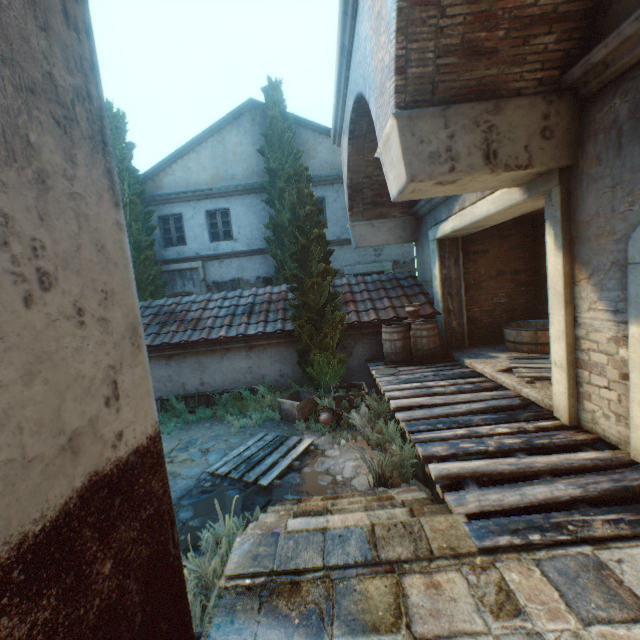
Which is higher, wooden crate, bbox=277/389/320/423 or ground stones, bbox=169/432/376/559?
wooden crate, bbox=277/389/320/423

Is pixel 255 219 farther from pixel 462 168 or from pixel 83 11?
pixel 83 11

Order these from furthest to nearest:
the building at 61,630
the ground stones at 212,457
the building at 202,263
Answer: the building at 202,263 → the ground stones at 212,457 → the building at 61,630

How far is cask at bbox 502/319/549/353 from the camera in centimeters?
685cm

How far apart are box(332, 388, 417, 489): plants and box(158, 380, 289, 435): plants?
1.6 meters

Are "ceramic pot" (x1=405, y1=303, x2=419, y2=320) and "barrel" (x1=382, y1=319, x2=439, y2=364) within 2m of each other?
yes

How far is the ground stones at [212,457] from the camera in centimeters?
616cm

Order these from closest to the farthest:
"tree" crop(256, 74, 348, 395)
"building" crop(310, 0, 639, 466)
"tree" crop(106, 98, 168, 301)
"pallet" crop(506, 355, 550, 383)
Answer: "building" crop(310, 0, 639, 466)
"pallet" crop(506, 355, 550, 383)
"tree" crop(256, 74, 348, 395)
"tree" crop(106, 98, 168, 301)
